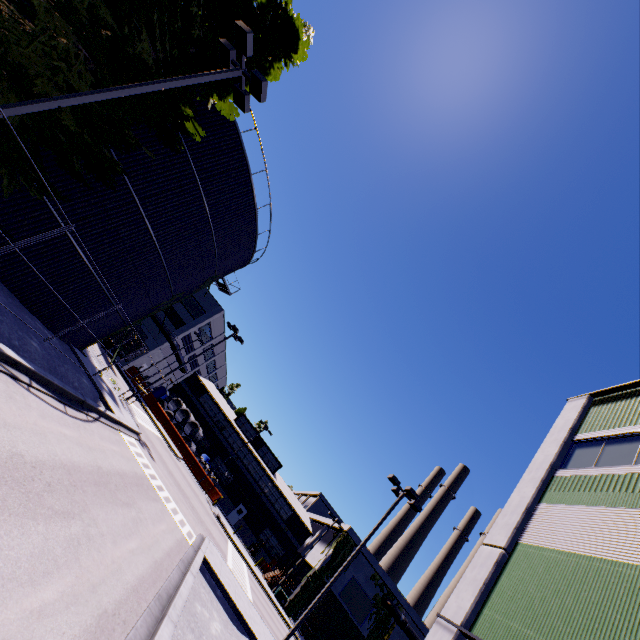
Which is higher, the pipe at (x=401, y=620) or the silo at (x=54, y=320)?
the pipe at (x=401, y=620)

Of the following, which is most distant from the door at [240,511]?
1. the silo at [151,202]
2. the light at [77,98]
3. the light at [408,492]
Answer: the light at [77,98]

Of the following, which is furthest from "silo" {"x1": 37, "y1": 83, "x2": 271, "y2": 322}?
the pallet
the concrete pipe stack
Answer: the pallet

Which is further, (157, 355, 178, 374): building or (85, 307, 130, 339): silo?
(157, 355, 178, 374): building

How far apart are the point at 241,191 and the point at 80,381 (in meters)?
12.53

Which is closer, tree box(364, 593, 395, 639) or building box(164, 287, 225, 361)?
tree box(364, 593, 395, 639)

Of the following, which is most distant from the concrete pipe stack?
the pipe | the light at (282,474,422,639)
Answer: the pipe

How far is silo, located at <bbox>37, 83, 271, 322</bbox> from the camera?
13.97m
